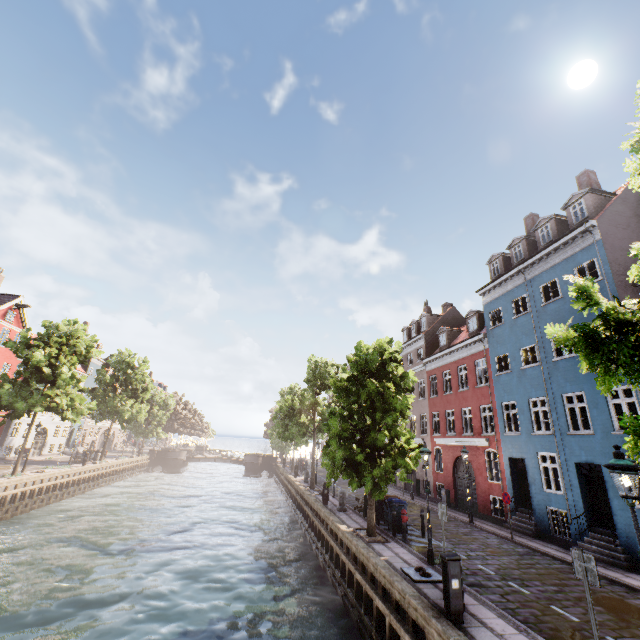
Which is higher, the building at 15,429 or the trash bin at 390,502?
the building at 15,429

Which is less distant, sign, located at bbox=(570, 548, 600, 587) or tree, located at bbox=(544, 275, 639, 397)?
tree, located at bbox=(544, 275, 639, 397)

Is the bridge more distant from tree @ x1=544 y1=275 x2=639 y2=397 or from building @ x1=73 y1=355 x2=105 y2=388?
building @ x1=73 y1=355 x2=105 y2=388

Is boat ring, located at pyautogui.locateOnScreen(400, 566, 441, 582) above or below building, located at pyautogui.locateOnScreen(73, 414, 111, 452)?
below

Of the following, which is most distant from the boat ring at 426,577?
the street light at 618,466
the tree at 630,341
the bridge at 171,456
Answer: the bridge at 171,456

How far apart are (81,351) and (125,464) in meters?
22.6 m

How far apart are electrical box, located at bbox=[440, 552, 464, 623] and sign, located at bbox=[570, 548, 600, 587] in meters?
2.2 m

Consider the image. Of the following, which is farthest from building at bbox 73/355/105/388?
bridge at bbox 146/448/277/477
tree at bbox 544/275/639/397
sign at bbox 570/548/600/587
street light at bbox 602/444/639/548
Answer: bridge at bbox 146/448/277/477
